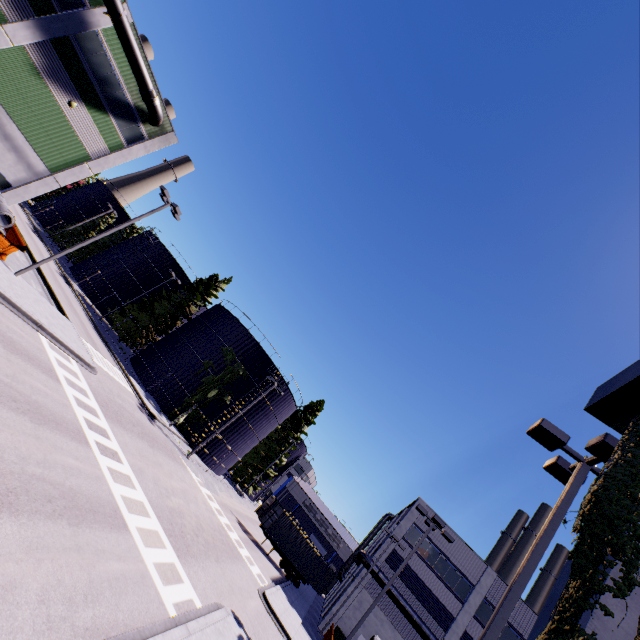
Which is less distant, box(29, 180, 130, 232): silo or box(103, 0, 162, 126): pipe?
box(103, 0, 162, 126): pipe

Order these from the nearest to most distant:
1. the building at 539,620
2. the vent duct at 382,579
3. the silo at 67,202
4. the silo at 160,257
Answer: the building at 539,620 → the vent duct at 382,579 → the silo at 160,257 → the silo at 67,202

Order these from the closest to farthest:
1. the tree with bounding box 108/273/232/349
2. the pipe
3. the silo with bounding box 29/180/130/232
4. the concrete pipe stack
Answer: the concrete pipe stack
the pipe
the tree with bounding box 108/273/232/349
the silo with bounding box 29/180/130/232

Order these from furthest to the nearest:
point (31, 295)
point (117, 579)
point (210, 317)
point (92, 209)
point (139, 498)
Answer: point (92, 209), point (210, 317), point (31, 295), point (139, 498), point (117, 579)

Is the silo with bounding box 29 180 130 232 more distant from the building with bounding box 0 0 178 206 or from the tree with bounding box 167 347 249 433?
the building with bounding box 0 0 178 206

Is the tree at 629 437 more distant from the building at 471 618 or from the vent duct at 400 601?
the vent duct at 400 601

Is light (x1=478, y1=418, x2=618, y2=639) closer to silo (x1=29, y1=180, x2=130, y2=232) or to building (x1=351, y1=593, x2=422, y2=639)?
building (x1=351, y1=593, x2=422, y2=639)

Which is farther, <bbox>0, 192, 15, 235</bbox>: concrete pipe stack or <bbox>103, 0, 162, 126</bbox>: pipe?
<bbox>103, 0, 162, 126</bbox>: pipe
